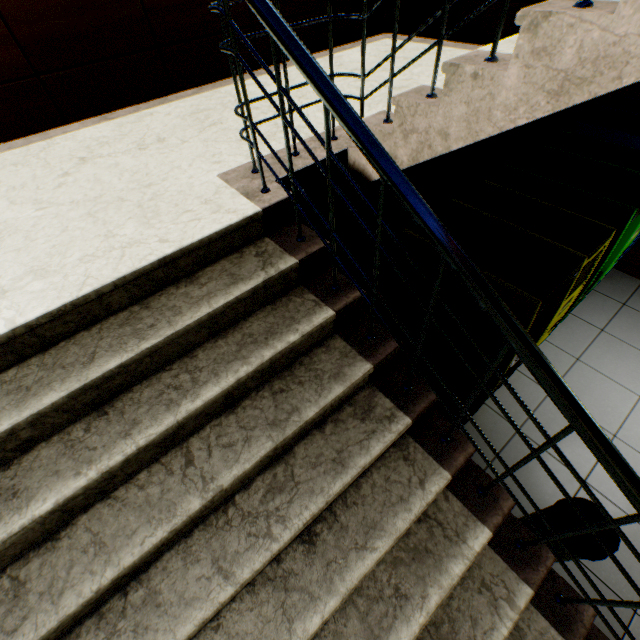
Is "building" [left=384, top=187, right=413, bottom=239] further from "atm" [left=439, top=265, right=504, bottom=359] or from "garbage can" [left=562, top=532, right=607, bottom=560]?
"garbage can" [left=562, top=532, right=607, bottom=560]

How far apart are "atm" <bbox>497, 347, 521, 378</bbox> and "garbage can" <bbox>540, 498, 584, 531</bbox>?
0.62m

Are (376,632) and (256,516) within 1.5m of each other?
yes

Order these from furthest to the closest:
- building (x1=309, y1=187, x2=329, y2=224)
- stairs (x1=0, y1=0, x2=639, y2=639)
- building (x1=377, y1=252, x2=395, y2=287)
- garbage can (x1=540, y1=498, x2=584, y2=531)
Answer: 1. building (x1=377, y1=252, x2=395, y2=287)
2. building (x1=309, y1=187, x2=329, y2=224)
3. garbage can (x1=540, y1=498, x2=584, y2=531)
4. stairs (x1=0, y1=0, x2=639, y2=639)

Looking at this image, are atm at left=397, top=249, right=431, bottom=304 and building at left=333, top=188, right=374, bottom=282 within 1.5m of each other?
yes

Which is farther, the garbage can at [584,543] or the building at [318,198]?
the building at [318,198]

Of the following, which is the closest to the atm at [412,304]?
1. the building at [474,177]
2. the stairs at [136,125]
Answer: the stairs at [136,125]

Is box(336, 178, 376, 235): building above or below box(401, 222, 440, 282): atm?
below
